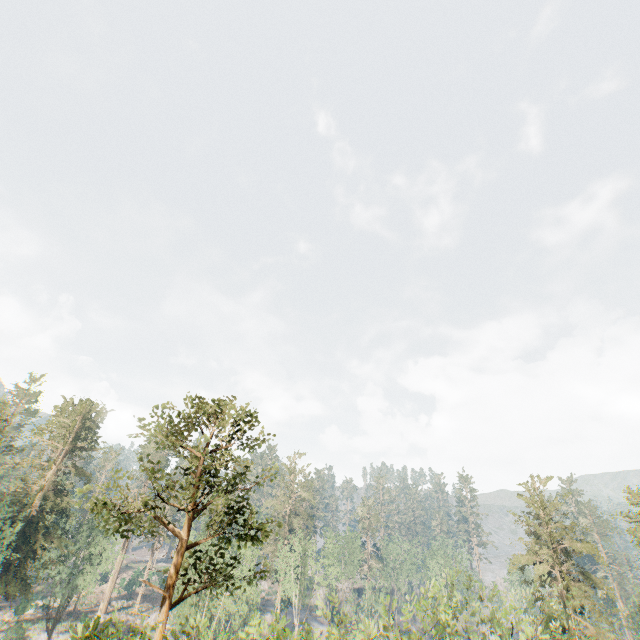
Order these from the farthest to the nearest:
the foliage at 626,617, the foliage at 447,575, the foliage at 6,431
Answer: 1. the foliage at 626,617
2. the foliage at 6,431
3. the foliage at 447,575

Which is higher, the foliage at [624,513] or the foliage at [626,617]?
the foliage at [624,513]

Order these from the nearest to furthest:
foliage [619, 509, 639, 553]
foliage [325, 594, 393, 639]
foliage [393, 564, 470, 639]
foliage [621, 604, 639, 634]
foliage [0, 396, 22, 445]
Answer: foliage [393, 564, 470, 639] < foliage [325, 594, 393, 639] < foliage [0, 396, 22, 445] < foliage [619, 509, 639, 553] < foliage [621, 604, 639, 634]

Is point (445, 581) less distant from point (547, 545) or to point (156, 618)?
point (547, 545)

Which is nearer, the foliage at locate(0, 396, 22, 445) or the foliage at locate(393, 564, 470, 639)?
the foliage at locate(393, 564, 470, 639)
